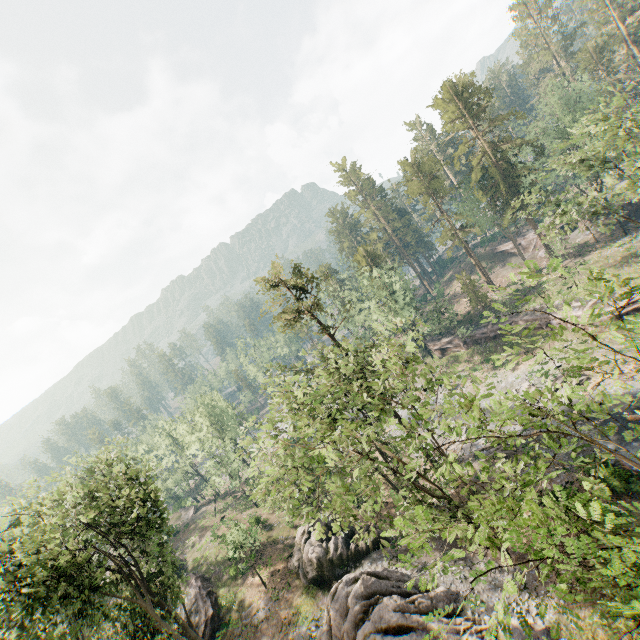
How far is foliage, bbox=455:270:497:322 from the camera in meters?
10.3

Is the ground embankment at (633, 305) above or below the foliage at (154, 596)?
below

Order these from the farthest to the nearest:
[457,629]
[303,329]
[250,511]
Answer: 1. [250,511]
2. [303,329]
3. [457,629]

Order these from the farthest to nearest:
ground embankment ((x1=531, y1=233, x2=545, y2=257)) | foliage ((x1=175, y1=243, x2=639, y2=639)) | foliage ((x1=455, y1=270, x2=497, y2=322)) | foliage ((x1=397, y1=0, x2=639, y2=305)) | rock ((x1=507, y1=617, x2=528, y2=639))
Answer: ground embankment ((x1=531, y1=233, x2=545, y2=257))
foliage ((x1=397, y1=0, x2=639, y2=305))
rock ((x1=507, y1=617, x2=528, y2=639))
foliage ((x1=455, y1=270, x2=497, y2=322))
foliage ((x1=175, y1=243, x2=639, y2=639))

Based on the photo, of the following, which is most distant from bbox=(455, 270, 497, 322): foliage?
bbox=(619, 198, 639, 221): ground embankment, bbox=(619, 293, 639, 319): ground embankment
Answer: bbox=(619, 198, 639, 221): ground embankment

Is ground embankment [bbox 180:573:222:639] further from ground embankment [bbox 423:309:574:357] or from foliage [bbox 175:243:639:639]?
ground embankment [bbox 423:309:574:357]

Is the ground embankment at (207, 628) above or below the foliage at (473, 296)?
below

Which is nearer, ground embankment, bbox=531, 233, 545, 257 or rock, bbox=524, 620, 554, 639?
rock, bbox=524, 620, 554, 639
